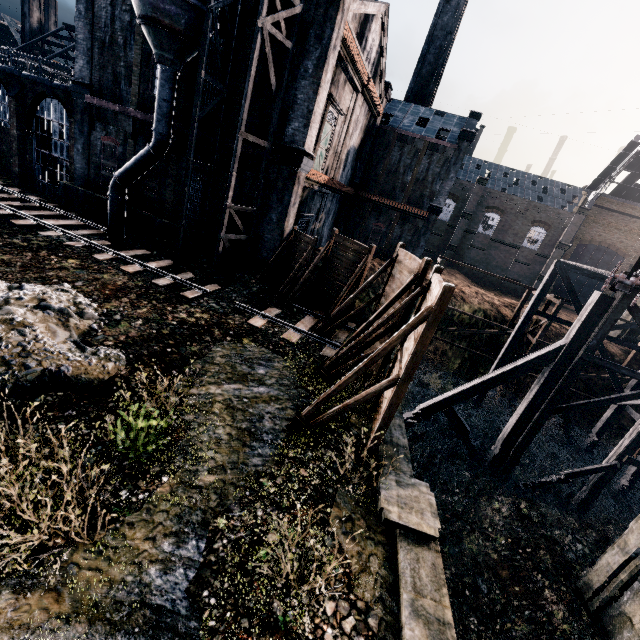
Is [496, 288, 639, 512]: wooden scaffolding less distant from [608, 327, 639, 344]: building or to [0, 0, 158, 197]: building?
[608, 327, 639, 344]: building

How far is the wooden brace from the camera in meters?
15.1 m

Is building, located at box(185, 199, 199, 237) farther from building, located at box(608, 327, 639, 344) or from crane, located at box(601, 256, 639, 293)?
building, located at box(608, 327, 639, 344)

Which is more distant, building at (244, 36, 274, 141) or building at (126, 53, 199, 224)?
building at (126, 53, 199, 224)

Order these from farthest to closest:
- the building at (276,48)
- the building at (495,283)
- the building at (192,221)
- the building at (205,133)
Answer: the building at (495,283)
the building at (192,221)
the building at (205,133)
the building at (276,48)

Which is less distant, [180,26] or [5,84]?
[180,26]

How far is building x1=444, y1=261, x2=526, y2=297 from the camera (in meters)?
52.07

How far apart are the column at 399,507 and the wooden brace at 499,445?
9.81m
